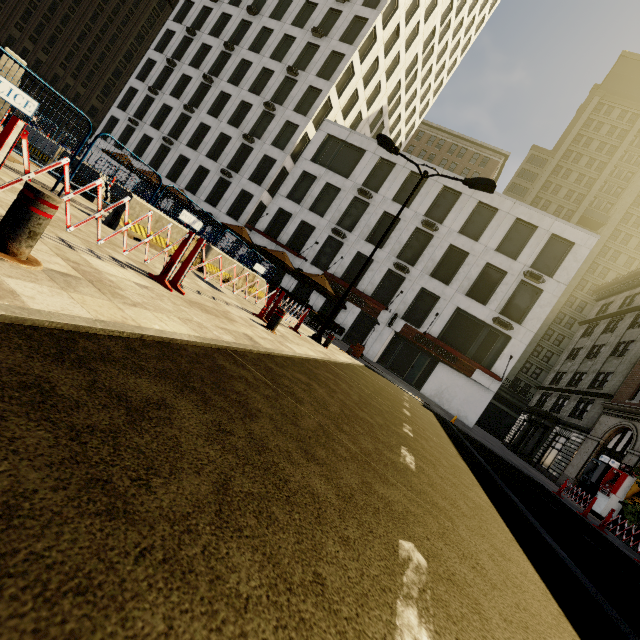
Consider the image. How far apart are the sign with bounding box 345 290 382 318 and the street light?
13.8m

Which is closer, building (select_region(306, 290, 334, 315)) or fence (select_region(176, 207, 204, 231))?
fence (select_region(176, 207, 204, 231))

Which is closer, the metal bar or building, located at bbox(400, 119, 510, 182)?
the metal bar

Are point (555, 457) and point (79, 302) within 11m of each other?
no

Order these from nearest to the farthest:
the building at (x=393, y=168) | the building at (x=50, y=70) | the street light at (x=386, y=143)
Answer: Result: the street light at (x=386, y=143), the building at (x=393, y=168), the building at (x=50, y=70)

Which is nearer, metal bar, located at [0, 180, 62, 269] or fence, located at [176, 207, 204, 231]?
metal bar, located at [0, 180, 62, 269]

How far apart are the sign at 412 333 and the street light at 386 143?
13.8 meters

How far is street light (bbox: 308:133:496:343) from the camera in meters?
11.2 m
